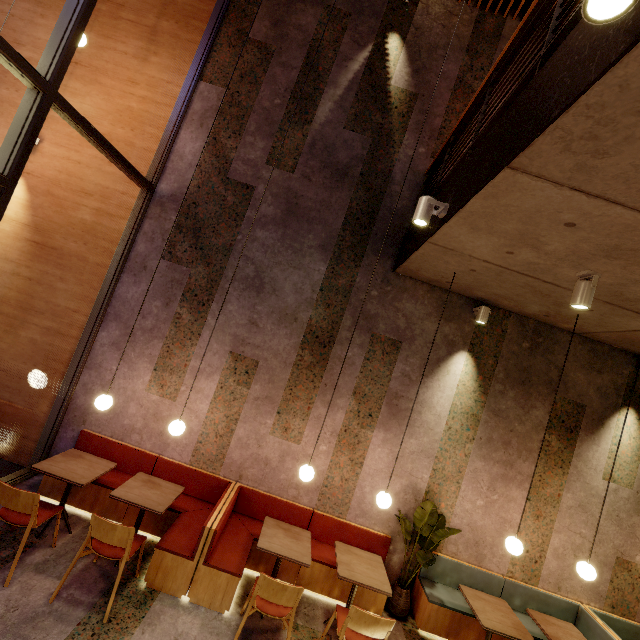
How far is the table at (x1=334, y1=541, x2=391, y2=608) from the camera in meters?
3.6

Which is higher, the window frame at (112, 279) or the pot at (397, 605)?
the window frame at (112, 279)

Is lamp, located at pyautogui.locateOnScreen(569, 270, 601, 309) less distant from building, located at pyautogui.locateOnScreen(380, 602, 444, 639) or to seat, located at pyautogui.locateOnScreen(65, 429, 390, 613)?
building, located at pyautogui.locateOnScreen(380, 602, 444, 639)

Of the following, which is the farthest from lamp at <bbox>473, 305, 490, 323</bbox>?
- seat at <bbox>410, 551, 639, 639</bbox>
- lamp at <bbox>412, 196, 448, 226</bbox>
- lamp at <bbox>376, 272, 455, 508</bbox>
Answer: seat at <bbox>410, 551, 639, 639</bbox>

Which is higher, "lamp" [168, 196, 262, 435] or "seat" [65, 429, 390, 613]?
"lamp" [168, 196, 262, 435]

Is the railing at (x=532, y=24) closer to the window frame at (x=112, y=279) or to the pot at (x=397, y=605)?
the window frame at (x=112, y=279)

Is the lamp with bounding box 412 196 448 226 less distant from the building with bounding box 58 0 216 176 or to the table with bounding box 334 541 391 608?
the building with bounding box 58 0 216 176

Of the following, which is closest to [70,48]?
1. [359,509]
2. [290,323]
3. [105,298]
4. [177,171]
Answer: [177,171]
